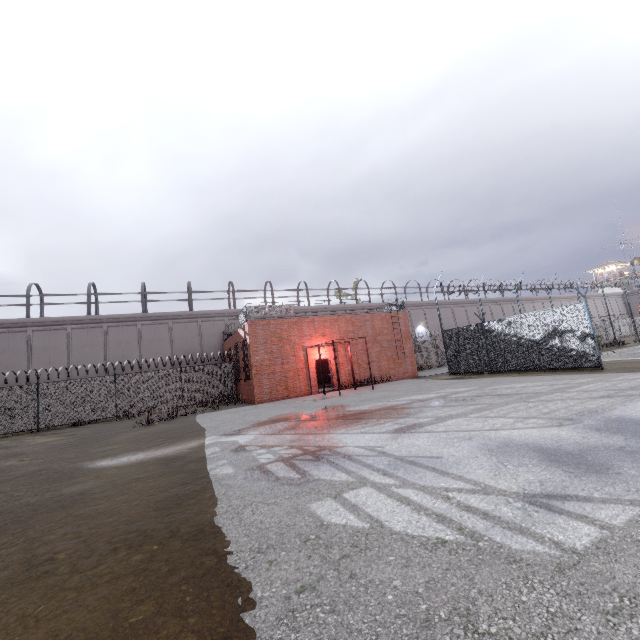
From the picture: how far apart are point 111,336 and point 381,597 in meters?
31.0 m

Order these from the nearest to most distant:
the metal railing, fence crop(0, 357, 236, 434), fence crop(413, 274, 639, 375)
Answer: fence crop(413, 274, 639, 375) < fence crop(0, 357, 236, 434) < the metal railing

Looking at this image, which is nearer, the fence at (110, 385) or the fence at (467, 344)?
the fence at (467, 344)

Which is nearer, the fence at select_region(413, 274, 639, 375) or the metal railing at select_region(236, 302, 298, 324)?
the fence at select_region(413, 274, 639, 375)

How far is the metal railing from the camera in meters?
19.6

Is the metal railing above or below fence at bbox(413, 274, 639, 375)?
above

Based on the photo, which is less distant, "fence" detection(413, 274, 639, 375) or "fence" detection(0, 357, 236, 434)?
"fence" detection(413, 274, 639, 375)

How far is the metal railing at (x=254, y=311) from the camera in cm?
1965
